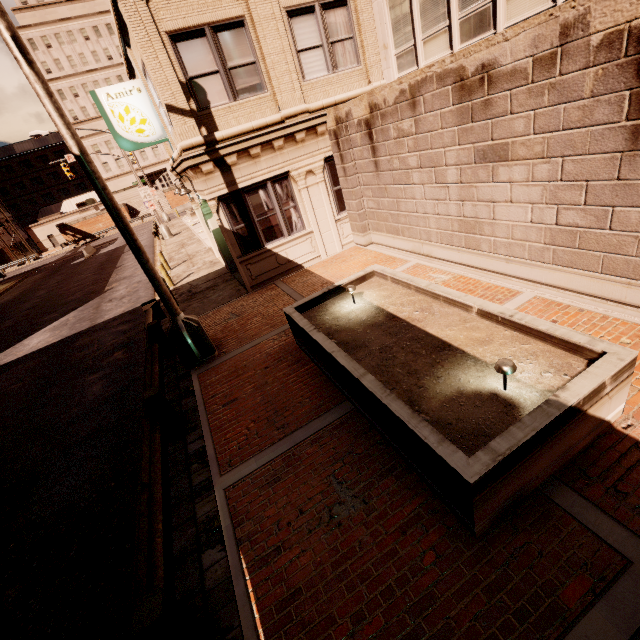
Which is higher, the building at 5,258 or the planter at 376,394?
the building at 5,258

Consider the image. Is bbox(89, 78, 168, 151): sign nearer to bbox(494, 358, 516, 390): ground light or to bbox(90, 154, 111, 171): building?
bbox(494, 358, 516, 390): ground light

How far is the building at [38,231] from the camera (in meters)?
58.56

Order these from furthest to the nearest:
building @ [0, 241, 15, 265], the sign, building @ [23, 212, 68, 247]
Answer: Answer: building @ [23, 212, 68, 247] → building @ [0, 241, 15, 265] → the sign

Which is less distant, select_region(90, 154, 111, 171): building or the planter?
the planter

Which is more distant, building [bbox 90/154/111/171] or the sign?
building [bbox 90/154/111/171]

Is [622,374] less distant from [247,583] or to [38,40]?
[247,583]

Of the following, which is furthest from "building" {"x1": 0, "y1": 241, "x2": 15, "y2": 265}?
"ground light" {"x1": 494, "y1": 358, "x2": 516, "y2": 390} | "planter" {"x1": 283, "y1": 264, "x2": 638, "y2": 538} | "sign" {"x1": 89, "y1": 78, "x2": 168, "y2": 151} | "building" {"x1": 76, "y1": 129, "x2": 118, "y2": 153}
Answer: "ground light" {"x1": 494, "y1": 358, "x2": 516, "y2": 390}
